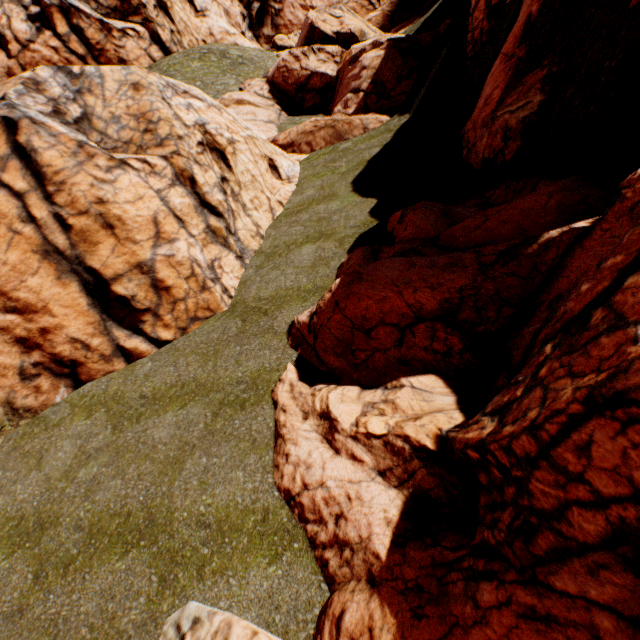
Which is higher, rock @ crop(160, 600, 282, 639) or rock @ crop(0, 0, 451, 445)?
rock @ crop(0, 0, 451, 445)

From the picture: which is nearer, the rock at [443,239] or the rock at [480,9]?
the rock at [443,239]

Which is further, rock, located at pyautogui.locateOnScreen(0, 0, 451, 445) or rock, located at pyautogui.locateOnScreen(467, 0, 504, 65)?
rock, located at pyautogui.locateOnScreen(467, 0, 504, 65)

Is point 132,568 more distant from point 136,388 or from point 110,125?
point 110,125
